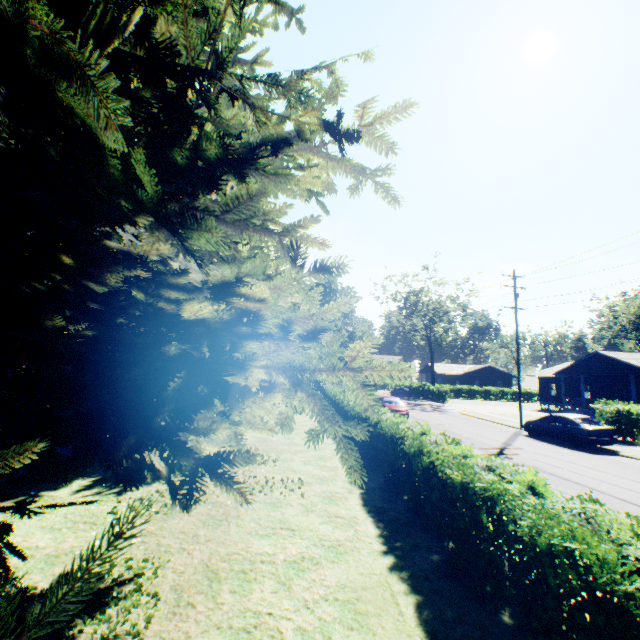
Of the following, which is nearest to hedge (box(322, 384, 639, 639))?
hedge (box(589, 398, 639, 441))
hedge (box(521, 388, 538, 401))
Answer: hedge (box(589, 398, 639, 441))

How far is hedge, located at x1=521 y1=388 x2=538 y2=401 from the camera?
58.1 meters

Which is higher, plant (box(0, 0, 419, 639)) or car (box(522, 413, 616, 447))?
plant (box(0, 0, 419, 639))

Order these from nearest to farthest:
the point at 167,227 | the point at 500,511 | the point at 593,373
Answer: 1. the point at 167,227
2. the point at 500,511
3. the point at 593,373

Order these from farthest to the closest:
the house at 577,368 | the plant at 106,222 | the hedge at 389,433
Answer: the house at 577,368
the hedge at 389,433
the plant at 106,222

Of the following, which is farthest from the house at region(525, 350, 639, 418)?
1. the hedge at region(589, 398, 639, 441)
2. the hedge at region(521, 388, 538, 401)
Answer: the hedge at region(521, 388, 538, 401)

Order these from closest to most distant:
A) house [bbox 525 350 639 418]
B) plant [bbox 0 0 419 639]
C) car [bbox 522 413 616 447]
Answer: plant [bbox 0 0 419 639] → car [bbox 522 413 616 447] → house [bbox 525 350 639 418]

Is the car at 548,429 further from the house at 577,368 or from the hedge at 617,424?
the house at 577,368
